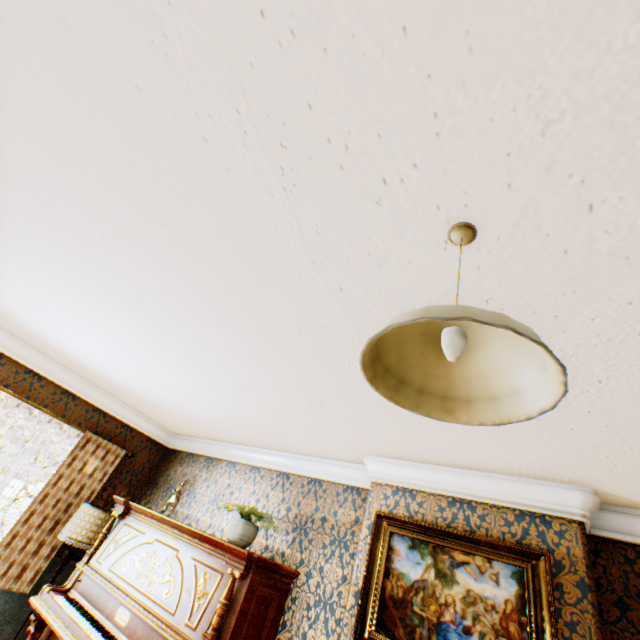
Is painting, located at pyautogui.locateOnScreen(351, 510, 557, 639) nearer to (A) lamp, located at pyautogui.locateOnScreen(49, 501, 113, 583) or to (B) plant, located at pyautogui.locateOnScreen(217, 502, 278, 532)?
(B) plant, located at pyautogui.locateOnScreen(217, 502, 278, 532)

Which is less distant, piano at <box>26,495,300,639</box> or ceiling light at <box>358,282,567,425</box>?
ceiling light at <box>358,282,567,425</box>

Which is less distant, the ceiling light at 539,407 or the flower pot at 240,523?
the ceiling light at 539,407

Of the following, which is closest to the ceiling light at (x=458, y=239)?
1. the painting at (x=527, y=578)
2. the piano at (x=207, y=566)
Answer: the painting at (x=527, y=578)

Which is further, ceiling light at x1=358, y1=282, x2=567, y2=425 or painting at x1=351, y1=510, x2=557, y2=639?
painting at x1=351, y1=510, x2=557, y2=639

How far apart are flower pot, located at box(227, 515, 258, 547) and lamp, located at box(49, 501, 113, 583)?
2.13m

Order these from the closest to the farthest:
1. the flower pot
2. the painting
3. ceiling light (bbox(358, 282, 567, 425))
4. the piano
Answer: ceiling light (bbox(358, 282, 567, 425))
the painting
the piano
the flower pot

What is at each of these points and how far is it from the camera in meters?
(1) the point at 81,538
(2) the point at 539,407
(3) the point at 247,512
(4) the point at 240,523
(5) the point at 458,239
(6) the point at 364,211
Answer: (1) lamp, 4.2 m
(2) ceiling light, 0.8 m
(3) plant, 3.6 m
(4) flower pot, 3.5 m
(5) ceiling light, 1.2 m
(6) building, 1.3 m
